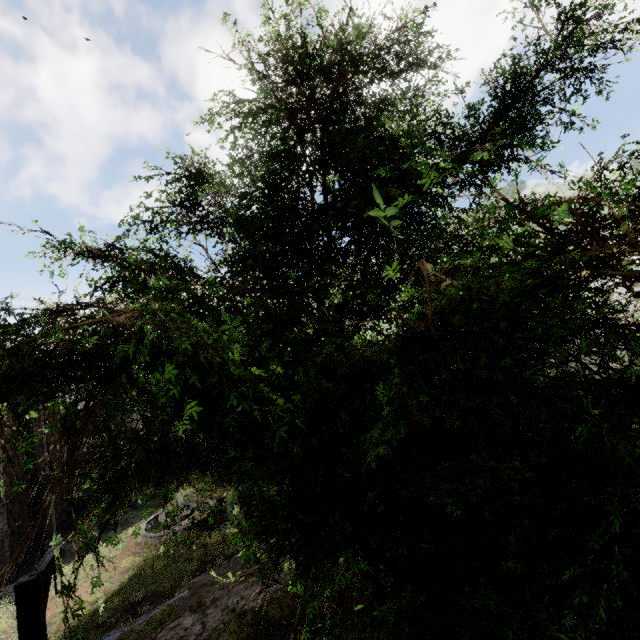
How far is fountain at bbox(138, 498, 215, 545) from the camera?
16.8 meters

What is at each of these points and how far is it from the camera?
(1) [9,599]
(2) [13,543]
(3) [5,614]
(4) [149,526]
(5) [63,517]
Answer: (1) building, 14.6m
(2) building, 17.9m
(3) rubble, 13.2m
(4) fountain, 18.3m
(5) building, 23.0m

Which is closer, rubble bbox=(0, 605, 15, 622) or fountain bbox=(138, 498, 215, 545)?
rubble bbox=(0, 605, 15, 622)

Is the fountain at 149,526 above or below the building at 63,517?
above

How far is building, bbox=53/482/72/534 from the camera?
22.25m

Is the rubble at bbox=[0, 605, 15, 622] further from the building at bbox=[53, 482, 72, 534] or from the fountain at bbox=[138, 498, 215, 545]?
the fountain at bbox=[138, 498, 215, 545]

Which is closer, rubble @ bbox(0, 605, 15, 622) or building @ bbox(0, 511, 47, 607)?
rubble @ bbox(0, 605, 15, 622)

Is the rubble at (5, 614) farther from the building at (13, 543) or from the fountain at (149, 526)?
the fountain at (149, 526)
